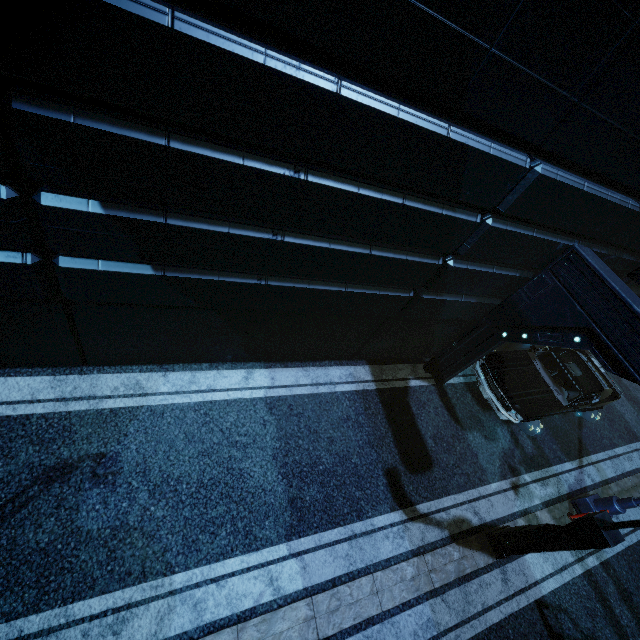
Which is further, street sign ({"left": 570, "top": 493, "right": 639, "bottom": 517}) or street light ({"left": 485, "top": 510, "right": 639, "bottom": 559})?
street sign ({"left": 570, "top": 493, "right": 639, "bottom": 517})

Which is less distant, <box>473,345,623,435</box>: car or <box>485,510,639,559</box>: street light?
<box>485,510,639,559</box>: street light

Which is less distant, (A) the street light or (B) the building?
(B) the building

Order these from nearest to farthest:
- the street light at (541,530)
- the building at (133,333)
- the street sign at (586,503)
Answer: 1. the building at (133,333)
2. the street light at (541,530)
3. the street sign at (586,503)

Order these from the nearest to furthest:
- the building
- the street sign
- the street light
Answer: the building
the street light
the street sign

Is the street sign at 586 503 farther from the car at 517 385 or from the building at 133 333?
the building at 133 333

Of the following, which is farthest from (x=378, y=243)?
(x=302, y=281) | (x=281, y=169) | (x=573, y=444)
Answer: (x=573, y=444)

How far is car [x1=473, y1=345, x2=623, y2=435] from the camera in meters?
8.3
